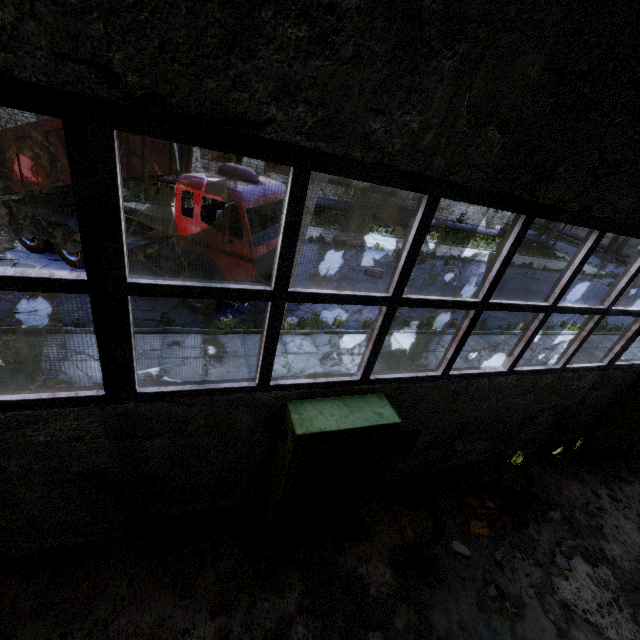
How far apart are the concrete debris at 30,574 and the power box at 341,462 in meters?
2.6

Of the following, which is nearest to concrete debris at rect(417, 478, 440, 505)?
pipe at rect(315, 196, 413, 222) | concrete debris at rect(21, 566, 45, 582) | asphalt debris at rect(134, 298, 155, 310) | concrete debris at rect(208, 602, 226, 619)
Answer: concrete debris at rect(208, 602, 226, 619)

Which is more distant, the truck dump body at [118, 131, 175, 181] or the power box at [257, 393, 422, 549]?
the truck dump body at [118, 131, 175, 181]

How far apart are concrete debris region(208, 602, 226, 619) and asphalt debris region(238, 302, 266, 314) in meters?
7.1 m

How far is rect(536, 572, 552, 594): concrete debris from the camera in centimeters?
497cm

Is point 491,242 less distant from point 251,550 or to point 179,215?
point 179,215

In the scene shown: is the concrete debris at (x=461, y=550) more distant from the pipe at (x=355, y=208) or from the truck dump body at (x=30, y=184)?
the pipe at (x=355, y=208)

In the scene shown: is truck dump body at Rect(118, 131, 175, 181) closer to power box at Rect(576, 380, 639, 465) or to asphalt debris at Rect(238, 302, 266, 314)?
asphalt debris at Rect(238, 302, 266, 314)
